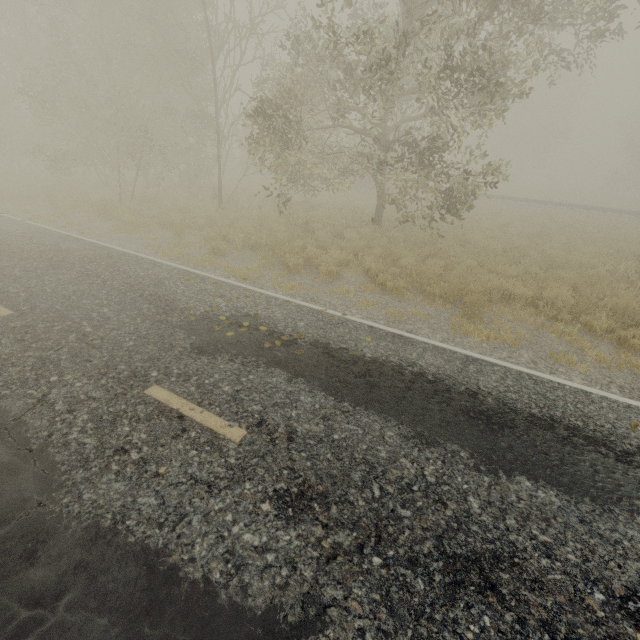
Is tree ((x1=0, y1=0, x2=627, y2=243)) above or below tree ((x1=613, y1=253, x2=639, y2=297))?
above

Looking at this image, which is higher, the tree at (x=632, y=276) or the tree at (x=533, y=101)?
the tree at (x=533, y=101)

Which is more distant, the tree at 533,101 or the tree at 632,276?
the tree at 632,276

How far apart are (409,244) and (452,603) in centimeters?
1033cm

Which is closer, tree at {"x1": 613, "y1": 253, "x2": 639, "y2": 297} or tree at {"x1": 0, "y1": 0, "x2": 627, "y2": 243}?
tree at {"x1": 0, "y1": 0, "x2": 627, "y2": 243}
